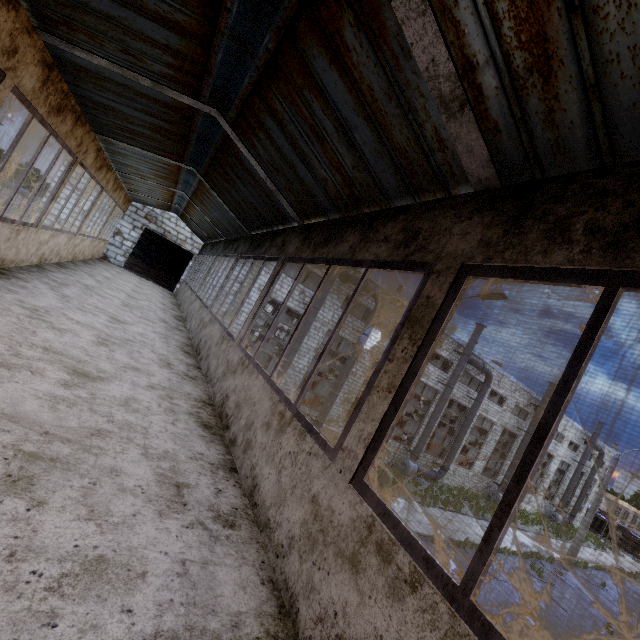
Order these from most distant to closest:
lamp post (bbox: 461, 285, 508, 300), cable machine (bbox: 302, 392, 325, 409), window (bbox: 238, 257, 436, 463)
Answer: cable machine (bbox: 302, 392, 325, 409), lamp post (bbox: 461, 285, 508, 300), window (bbox: 238, 257, 436, 463)

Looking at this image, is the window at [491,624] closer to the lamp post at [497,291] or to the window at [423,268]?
the window at [423,268]

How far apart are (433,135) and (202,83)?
2.9 meters

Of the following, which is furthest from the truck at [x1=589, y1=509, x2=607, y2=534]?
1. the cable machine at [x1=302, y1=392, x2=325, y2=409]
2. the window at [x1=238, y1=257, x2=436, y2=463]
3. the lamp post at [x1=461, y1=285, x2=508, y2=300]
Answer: the window at [x1=238, y1=257, x2=436, y2=463]

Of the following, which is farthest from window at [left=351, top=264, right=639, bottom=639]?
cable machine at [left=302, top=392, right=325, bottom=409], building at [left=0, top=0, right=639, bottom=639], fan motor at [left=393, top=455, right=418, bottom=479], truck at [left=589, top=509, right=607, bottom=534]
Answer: truck at [left=589, top=509, right=607, bottom=534]

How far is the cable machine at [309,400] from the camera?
23.8 meters

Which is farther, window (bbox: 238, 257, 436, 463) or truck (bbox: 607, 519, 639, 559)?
truck (bbox: 607, 519, 639, 559)

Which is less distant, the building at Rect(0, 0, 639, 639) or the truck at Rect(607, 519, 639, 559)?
the building at Rect(0, 0, 639, 639)
